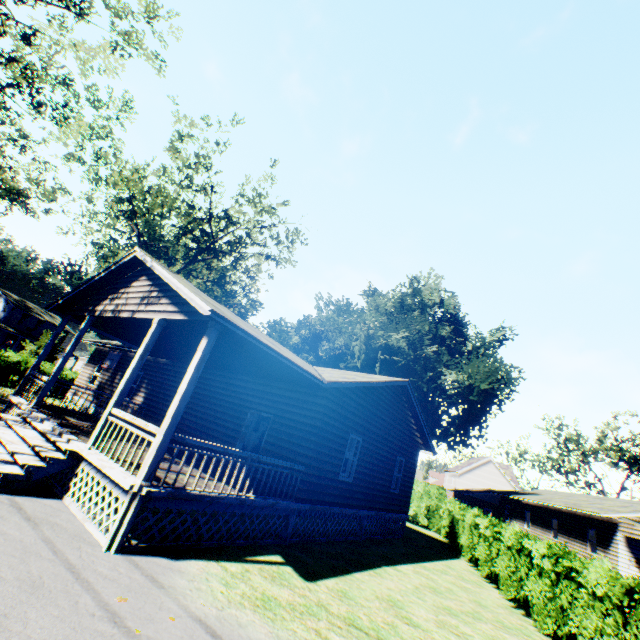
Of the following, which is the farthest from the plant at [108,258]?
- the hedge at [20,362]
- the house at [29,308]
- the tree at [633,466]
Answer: the tree at [633,466]

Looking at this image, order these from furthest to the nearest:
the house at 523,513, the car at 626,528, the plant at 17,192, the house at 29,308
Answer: the plant at 17,192
the house at 523,513
the car at 626,528
the house at 29,308

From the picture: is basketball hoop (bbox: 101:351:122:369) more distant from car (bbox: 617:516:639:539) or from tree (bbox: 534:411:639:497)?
tree (bbox: 534:411:639:497)

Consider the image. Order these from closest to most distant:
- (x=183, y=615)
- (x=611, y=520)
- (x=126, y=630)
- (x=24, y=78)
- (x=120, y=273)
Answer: (x=126, y=630) < (x=183, y=615) < (x=120, y=273) < (x=24, y=78) < (x=611, y=520)

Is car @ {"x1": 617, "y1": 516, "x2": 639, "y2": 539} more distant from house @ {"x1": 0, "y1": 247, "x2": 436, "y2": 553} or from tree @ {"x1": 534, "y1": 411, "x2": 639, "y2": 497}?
tree @ {"x1": 534, "y1": 411, "x2": 639, "y2": 497}

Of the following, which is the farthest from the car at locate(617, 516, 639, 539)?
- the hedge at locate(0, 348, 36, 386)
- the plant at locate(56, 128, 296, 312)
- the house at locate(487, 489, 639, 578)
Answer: the plant at locate(56, 128, 296, 312)

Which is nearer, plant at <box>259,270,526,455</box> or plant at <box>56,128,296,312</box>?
plant at <box>56,128,296,312</box>

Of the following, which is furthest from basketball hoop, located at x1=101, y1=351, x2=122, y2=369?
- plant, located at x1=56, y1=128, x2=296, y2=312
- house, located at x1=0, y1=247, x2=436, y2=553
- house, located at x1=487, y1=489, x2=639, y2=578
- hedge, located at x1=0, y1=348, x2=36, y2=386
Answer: house, located at x1=487, y1=489, x2=639, y2=578
